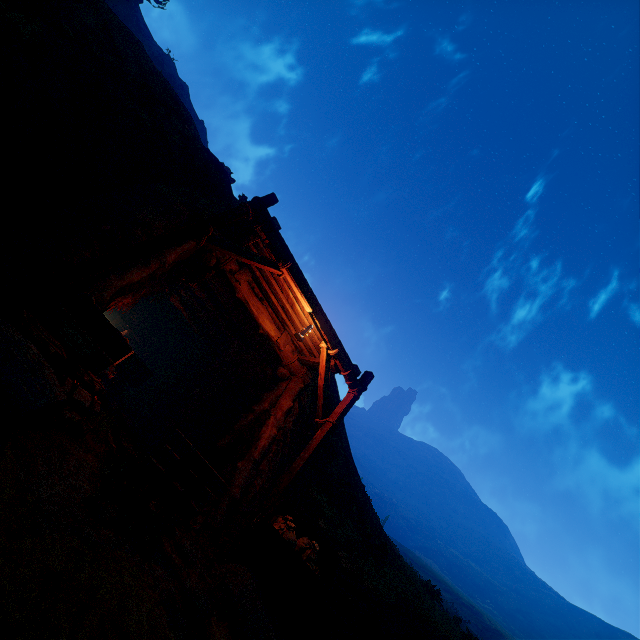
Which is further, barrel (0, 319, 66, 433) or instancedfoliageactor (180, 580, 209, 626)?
instancedfoliageactor (180, 580, 209, 626)

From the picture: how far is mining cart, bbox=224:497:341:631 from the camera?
4.8m

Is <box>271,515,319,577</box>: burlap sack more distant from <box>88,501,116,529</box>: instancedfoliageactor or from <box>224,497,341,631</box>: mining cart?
<box>88,501,116,529</box>: instancedfoliageactor

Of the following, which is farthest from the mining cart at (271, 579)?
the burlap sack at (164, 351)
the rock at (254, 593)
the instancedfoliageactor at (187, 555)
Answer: the burlap sack at (164, 351)

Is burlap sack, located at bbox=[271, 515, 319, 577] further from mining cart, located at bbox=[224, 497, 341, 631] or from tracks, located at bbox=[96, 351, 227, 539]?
tracks, located at bbox=[96, 351, 227, 539]

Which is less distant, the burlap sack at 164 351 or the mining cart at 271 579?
the mining cart at 271 579

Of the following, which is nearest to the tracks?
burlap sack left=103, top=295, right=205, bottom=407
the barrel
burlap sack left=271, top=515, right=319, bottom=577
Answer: burlap sack left=103, top=295, right=205, bottom=407

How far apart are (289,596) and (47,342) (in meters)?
4.95
